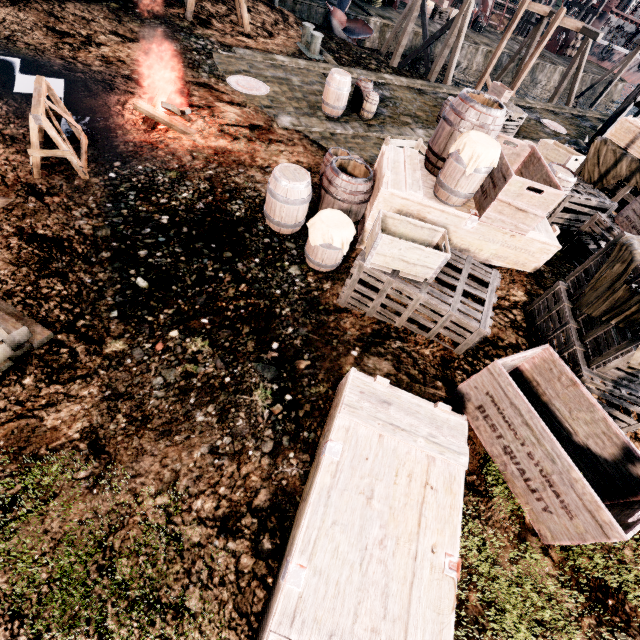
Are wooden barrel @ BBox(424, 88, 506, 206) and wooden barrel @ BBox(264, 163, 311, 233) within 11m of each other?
yes

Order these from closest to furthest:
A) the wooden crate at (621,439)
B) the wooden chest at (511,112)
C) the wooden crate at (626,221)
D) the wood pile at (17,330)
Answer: the wooden crate at (621,439), the wood pile at (17,330), the wooden crate at (626,221), the wooden chest at (511,112)

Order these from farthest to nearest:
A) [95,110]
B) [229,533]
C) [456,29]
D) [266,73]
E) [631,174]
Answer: [456,29] < [266,73] < [631,174] < [95,110] < [229,533]

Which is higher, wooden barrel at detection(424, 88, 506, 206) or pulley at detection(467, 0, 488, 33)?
wooden barrel at detection(424, 88, 506, 206)

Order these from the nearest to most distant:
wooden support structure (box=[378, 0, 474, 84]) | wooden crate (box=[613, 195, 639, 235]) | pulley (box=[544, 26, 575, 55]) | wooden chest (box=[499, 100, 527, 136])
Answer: wooden crate (box=[613, 195, 639, 235]) < wooden chest (box=[499, 100, 527, 136]) < wooden support structure (box=[378, 0, 474, 84]) < pulley (box=[544, 26, 575, 55])

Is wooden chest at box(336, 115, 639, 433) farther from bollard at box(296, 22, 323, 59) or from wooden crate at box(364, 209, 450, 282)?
bollard at box(296, 22, 323, 59)

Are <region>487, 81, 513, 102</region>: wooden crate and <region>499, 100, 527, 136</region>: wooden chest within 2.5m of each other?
yes

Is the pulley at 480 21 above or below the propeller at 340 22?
above
